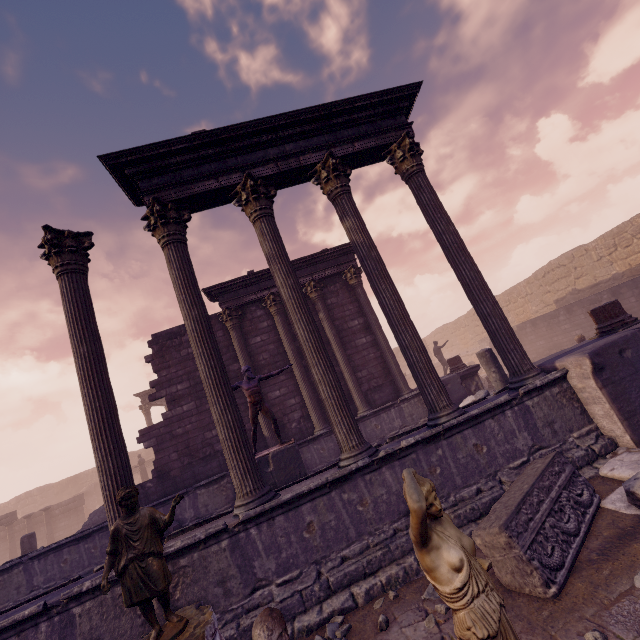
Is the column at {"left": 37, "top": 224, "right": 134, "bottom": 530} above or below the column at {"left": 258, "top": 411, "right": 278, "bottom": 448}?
above

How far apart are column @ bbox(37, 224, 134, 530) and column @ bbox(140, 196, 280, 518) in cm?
85

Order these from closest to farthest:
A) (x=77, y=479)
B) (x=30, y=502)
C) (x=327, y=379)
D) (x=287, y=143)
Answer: (x=327, y=379)
(x=287, y=143)
(x=30, y=502)
(x=77, y=479)

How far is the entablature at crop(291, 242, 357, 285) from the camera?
12.9m

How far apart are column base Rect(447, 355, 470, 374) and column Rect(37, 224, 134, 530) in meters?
10.7 m

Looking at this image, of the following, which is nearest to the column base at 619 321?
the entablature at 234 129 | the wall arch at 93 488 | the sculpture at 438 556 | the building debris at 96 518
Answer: the entablature at 234 129

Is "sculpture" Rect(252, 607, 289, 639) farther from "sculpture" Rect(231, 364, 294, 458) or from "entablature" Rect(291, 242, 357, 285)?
"entablature" Rect(291, 242, 357, 285)

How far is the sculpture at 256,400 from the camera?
8.2m
